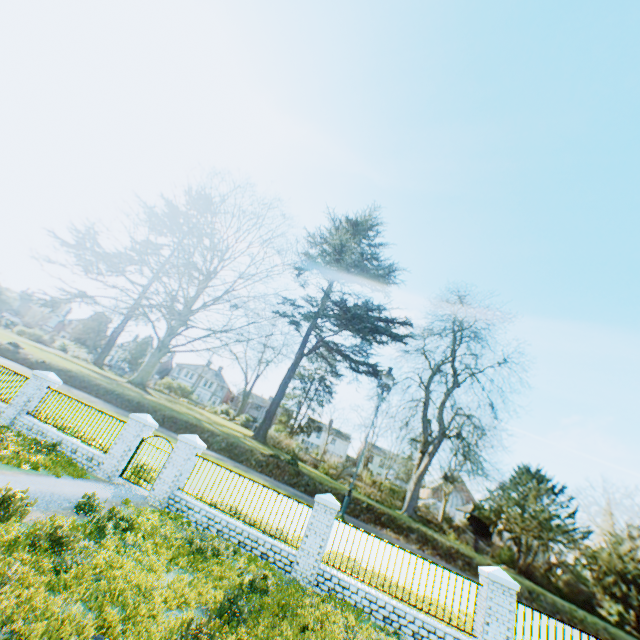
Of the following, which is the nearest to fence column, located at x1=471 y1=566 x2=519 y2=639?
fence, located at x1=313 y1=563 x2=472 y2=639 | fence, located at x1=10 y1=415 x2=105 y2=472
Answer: fence, located at x1=313 y1=563 x2=472 y2=639

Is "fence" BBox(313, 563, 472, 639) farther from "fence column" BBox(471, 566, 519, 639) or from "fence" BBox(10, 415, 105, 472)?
"fence" BBox(10, 415, 105, 472)

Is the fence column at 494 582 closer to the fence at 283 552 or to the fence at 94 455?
the fence at 283 552

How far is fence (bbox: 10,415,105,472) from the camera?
12.2m

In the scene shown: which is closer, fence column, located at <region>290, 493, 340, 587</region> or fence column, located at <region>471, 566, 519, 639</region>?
fence column, located at <region>471, 566, 519, 639</region>

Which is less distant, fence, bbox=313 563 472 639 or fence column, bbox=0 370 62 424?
fence, bbox=313 563 472 639

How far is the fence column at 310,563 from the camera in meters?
9.8

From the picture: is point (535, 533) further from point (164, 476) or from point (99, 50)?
point (99, 50)
